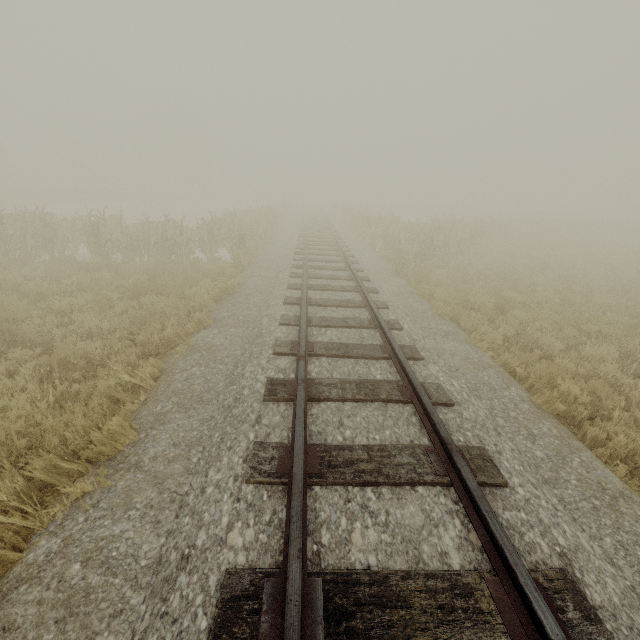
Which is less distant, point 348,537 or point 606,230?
point 348,537
